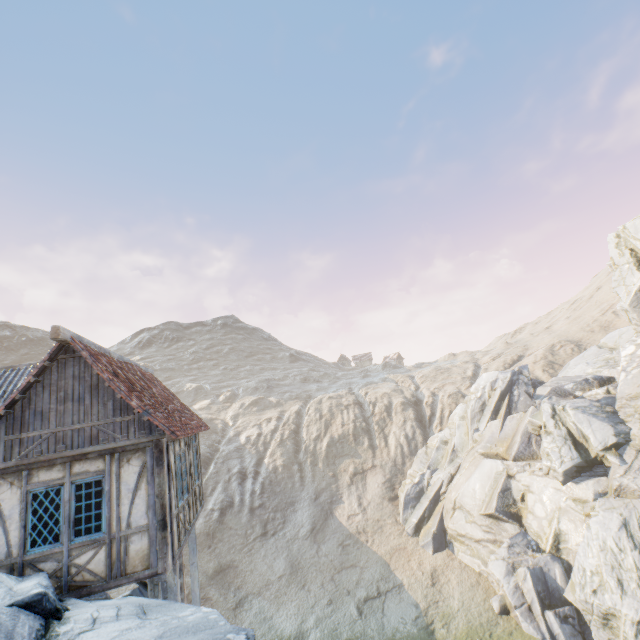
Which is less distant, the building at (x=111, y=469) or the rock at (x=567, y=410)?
the building at (x=111, y=469)

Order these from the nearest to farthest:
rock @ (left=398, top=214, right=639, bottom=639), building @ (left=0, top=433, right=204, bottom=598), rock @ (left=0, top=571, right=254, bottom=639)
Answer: rock @ (left=0, top=571, right=254, bottom=639) → building @ (left=0, top=433, right=204, bottom=598) → rock @ (left=398, top=214, right=639, bottom=639)

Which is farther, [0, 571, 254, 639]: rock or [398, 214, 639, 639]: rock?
[398, 214, 639, 639]: rock

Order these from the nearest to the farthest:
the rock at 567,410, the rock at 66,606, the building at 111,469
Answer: the rock at 66,606 < the building at 111,469 < the rock at 567,410

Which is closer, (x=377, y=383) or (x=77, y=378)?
(x=77, y=378)

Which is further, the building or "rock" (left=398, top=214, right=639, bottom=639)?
"rock" (left=398, top=214, right=639, bottom=639)
